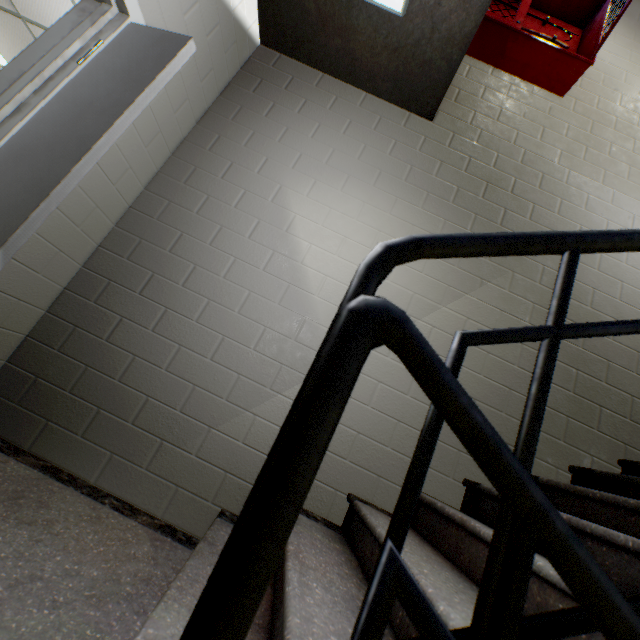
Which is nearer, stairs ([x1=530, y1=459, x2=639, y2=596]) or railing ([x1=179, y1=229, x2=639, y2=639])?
railing ([x1=179, y1=229, x2=639, y2=639])

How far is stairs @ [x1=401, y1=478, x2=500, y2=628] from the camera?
0.80m

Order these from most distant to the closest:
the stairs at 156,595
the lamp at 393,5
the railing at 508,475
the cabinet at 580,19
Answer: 1. the cabinet at 580,19
2. the lamp at 393,5
3. the stairs at 156,595
4. the railing at 508,475

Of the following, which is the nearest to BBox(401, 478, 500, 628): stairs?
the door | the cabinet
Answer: the door

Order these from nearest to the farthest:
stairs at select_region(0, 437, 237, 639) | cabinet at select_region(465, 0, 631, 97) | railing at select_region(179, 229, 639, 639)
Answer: railing at select_region(179, 229, 639, 639) < stairs at select_region(0, 437, 237, 639) < cabinet at select_region(465, 0, 631, 97)

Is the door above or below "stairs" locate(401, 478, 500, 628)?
above

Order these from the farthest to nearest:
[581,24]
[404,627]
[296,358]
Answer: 1. [581,24]
2. [296,358]
3. [404,627]

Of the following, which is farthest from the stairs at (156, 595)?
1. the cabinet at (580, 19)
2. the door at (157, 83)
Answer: the cabinet at (580, 19)
